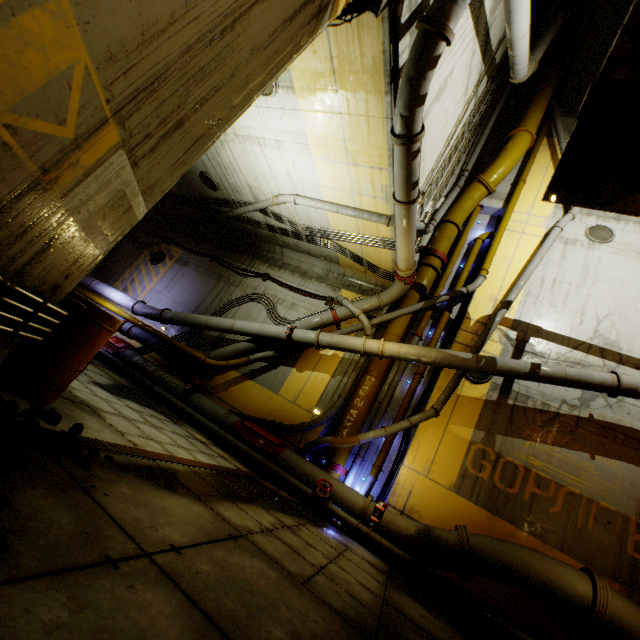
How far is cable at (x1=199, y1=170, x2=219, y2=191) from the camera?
11.4m

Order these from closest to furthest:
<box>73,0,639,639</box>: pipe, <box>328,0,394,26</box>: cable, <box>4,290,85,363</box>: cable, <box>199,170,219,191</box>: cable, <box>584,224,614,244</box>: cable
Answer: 1. <box>4,290,85,363</box>: cable
2. <box>328,0,394,26</box>: cable
3. <box>73,0,639,639</box>: pipe
4. <box>584,224,614,244</box>: cable
5. <box>199,170,219,191</box>: cable

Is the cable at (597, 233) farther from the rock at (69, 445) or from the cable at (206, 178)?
the rock at (69, 445)

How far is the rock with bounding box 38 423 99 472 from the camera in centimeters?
267cm

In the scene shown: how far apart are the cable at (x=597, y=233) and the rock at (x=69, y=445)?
14.13m

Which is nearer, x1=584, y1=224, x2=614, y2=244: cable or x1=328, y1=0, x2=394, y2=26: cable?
x1=328, y1=0, x2=394, y2=26: cable

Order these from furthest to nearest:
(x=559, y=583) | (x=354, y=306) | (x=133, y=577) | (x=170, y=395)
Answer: (x=354, y=306)
(x=170, y=395)
(x=559, y=583)
(x=133, y=577)

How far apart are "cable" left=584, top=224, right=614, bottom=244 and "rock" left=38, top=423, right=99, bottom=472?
14.1 meters
